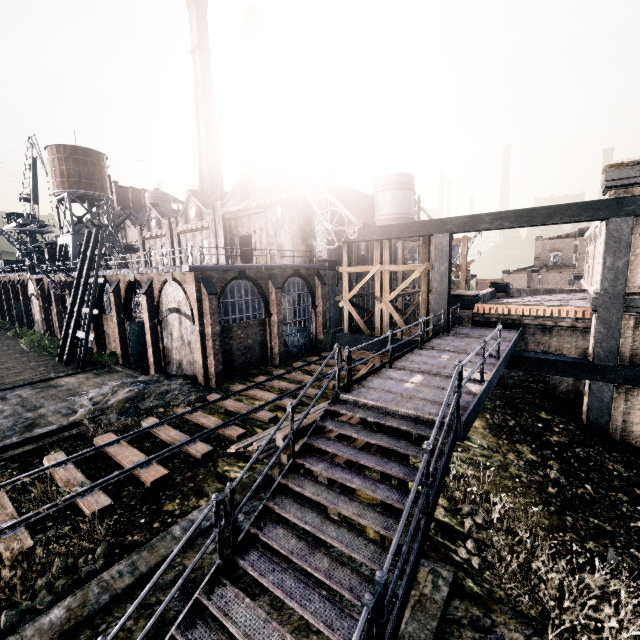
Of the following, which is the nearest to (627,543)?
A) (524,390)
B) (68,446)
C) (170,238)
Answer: (524,390)

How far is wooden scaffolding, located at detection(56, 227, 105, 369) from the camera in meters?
27.4

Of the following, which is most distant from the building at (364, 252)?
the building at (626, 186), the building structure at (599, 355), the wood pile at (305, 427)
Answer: the building at (626, 186)

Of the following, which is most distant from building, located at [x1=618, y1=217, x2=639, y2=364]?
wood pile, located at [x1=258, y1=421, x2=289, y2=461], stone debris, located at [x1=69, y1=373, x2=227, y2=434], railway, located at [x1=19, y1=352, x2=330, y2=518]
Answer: stone debris, located at [x1=69, y1=373, x2=227, y2=434]

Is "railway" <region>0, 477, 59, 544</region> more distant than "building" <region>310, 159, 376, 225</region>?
No

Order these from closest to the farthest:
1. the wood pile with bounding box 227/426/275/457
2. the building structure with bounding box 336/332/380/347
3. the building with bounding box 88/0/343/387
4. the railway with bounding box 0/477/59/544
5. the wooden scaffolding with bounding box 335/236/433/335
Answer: the railway with bounding box 0/477/59/544 < the wood pile with bounding box 227/426/275/457 < the wooden scaffolding with bounding box 335/236/433/335 < the building structure with bounding box 336/332/380/347 < the building with bounding box 88/0/343/387

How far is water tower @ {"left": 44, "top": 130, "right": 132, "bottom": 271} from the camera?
42.94m

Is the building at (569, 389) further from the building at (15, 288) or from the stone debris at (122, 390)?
the stone debris at (122, 390)
